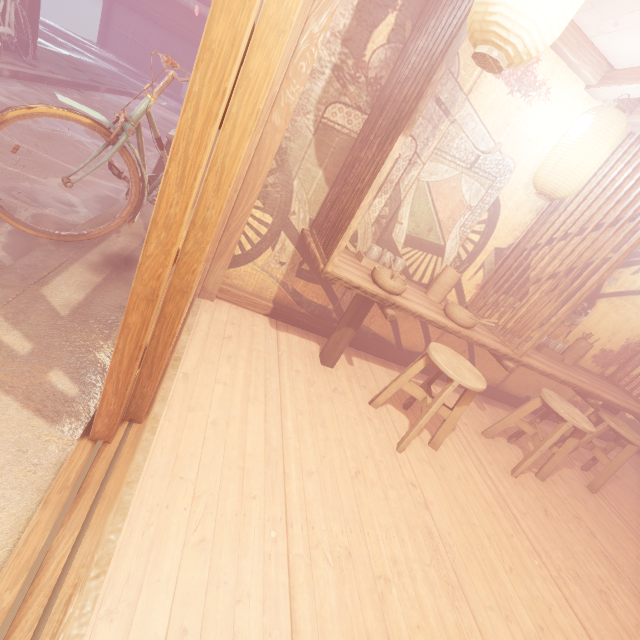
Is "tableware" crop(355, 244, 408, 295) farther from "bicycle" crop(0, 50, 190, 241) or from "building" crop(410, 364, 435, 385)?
"bicycle" crop(0, 50, 190, 241)

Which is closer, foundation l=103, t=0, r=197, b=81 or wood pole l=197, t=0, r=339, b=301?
wood pole l=197, t=0, r=339, b=301

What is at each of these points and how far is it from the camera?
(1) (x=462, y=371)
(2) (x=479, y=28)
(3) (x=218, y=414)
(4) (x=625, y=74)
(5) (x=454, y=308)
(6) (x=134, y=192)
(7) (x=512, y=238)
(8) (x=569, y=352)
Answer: (1) chair, 4.2m
(2) lantern, 2.0m
(3) building, 3.4m
(4) wood bar, 4.0m
(5) tableware, 4.6m
(6) bicycle, 4.6m
(7) building, 5.6m
(8) tableware, 6.8m

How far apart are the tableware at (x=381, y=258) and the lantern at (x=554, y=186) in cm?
227

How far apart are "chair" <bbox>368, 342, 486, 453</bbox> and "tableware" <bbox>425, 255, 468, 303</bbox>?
0.97m

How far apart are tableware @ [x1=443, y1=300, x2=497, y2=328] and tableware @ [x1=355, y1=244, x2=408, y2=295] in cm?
87

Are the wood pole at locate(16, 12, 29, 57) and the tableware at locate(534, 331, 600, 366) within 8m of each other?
no

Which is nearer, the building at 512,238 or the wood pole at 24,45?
the building at 512,238
